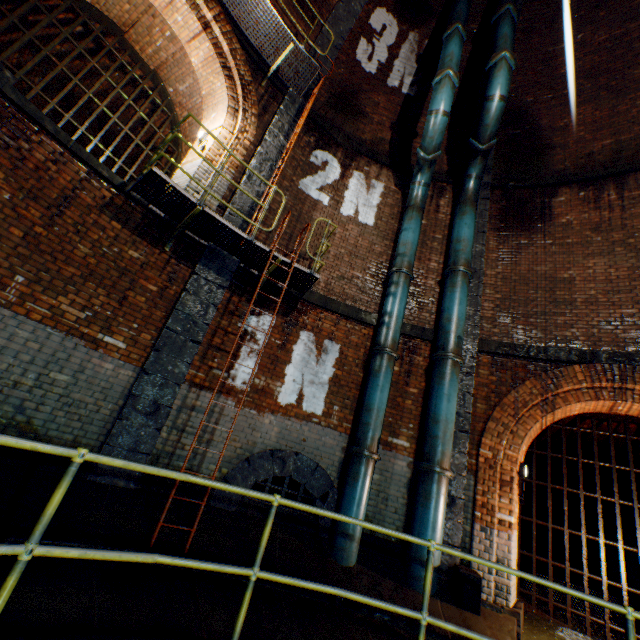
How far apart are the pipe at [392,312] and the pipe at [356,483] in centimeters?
211cm

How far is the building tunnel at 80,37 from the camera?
7.91m

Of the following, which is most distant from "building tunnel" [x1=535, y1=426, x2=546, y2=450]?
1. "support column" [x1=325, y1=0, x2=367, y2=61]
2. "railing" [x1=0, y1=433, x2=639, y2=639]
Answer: "support column" [x1=325, y1=0, x2=367, y2=61]

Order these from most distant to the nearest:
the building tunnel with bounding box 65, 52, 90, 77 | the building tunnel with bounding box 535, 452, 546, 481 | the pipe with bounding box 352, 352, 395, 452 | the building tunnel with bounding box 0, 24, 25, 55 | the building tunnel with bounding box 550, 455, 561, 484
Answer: the building tunnel with bounding box 550, 455, 561, 484 < the building tunnel with bounding box 535, 452, 546, 481 < the building tunnel with bounding box 65, 52, 90, 77 < the building tunnel with bounding box 0, 24, 25, 55 < the pipe with bounding box 352, 352, 395, 452

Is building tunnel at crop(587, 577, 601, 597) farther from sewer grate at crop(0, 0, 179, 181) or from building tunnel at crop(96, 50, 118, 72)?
sewer grate at crop(0, 0, 179, 181)

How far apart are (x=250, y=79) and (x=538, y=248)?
7.9m

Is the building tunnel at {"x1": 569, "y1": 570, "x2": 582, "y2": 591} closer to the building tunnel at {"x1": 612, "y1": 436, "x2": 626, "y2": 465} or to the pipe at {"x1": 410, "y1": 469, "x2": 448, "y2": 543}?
the building tunnel at {"x1": 612, "y1": 436, "x2": 626, "y2": 465}

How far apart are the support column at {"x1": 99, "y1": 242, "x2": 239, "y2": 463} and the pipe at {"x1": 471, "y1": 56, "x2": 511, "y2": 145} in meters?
4.1 m
